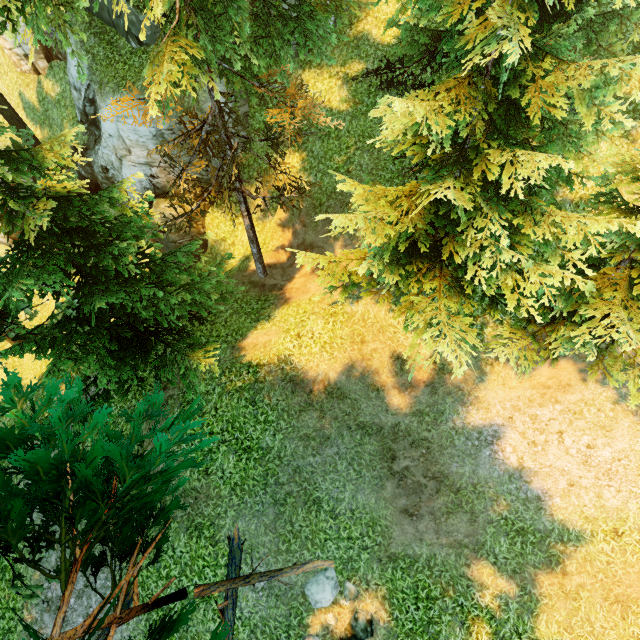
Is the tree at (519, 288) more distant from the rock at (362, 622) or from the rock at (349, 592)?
the rock at (349, 592)

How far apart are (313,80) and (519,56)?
13.15m

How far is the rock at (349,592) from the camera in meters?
8.9 m

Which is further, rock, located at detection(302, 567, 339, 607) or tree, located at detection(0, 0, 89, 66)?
rock, located at detection(302, 567, 339, 607)

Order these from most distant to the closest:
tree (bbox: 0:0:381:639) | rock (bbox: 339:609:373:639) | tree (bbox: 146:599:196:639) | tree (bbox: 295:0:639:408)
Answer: rock (bbox: 339:609:373:639) < tree (bbox: 295:0:639:408) < tree (bbox: 0:0:381:639) < tree (bbox: 146:599:196:639)

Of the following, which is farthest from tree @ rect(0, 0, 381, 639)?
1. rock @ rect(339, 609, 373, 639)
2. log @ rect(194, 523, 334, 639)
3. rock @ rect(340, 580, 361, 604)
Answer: rock @ rect(340, 580, 361, 604)

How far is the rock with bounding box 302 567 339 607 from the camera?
8.8m

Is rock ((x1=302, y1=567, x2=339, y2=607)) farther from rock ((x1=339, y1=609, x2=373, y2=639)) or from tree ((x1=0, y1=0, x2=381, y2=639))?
tree ((x1=0, y1=0, x2=381, y2=639))
